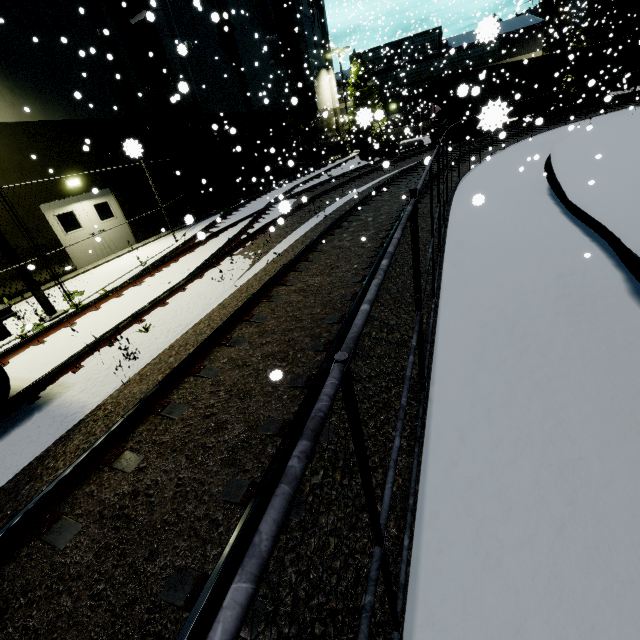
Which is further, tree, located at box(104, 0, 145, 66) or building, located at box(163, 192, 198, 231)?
building, located at box(163, 192, 198, 231)

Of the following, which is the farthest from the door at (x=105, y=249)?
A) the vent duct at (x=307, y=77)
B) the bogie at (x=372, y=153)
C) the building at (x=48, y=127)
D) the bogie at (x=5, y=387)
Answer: the vent duct at (x=307, y=77)

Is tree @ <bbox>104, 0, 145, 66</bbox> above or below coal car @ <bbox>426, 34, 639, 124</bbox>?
above

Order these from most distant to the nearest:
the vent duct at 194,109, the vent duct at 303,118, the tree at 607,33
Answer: the tree at 607,33, the vent duct at 303,118, the vent duct at 194,109

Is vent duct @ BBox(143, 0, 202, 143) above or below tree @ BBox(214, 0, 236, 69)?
below

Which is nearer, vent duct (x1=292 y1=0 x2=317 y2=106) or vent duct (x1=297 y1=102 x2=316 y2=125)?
vent duct (x1=292 y1=0 x2=317 y2=106)

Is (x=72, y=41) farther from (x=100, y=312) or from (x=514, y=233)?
(x=514, y=233)

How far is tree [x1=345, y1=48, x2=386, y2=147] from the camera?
2.2m
